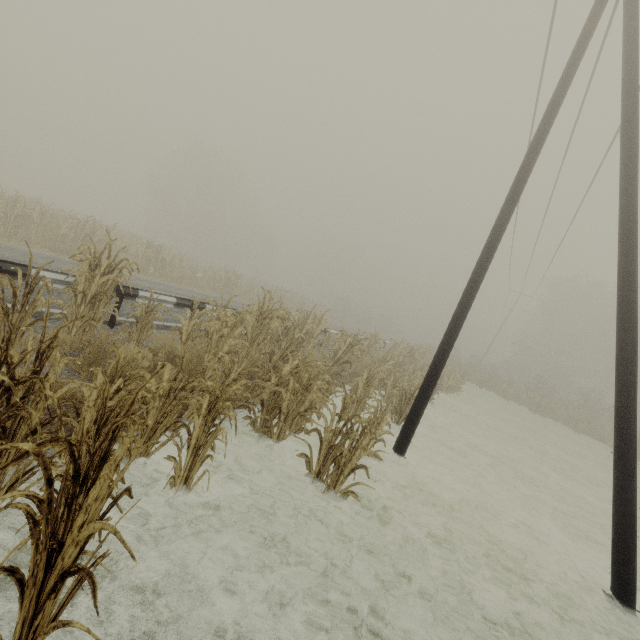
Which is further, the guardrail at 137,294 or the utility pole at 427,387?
the guardrail at 137,294

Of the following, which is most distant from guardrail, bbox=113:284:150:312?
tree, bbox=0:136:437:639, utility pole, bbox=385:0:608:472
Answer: utility pole, bbox=385:0:608:472

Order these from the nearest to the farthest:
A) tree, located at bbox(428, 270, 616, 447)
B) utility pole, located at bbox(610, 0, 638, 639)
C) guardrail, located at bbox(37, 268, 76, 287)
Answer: utility pole, located at bbox(610, 0, 638, 639) → guardrail, located at bbox(37, 268, 76, 287) → tree, located at bbox(428, 270, 616, 447)

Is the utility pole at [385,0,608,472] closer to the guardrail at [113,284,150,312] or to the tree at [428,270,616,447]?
the tree at [428,270,616,447]

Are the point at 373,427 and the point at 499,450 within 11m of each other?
yes

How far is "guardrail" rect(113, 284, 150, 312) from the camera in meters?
6.9 m

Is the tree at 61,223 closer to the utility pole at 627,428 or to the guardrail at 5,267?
the utility pole at 627,428
